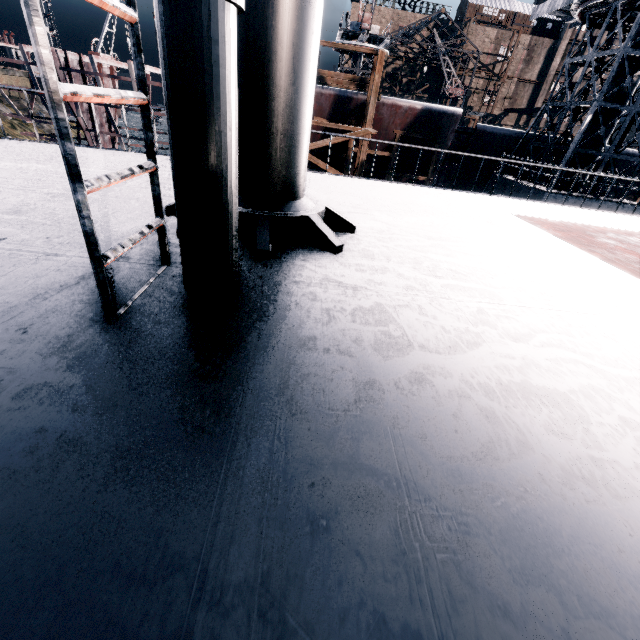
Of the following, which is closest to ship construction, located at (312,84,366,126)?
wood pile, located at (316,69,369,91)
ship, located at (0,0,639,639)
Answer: wood pile, located at (316,69,369,91)

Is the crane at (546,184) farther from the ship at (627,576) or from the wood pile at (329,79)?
the wood pile at (329,79)

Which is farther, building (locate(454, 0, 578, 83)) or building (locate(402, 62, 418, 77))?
building (locate(402, 62, 418, 77))

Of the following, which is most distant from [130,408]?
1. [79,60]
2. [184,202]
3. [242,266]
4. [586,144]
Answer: [79,60]

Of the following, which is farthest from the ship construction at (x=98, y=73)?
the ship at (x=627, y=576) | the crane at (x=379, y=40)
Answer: the crane at (x=379, y=40)

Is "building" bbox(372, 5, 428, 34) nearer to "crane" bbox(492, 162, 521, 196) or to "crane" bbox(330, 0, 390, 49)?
"crane" bbox(330, 0, 390, 49)

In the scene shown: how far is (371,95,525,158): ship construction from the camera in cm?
2062
